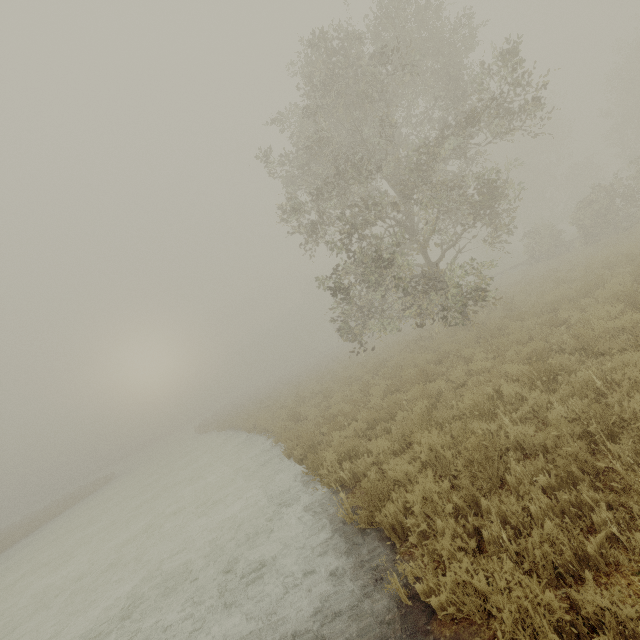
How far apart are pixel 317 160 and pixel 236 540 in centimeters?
1358cm
